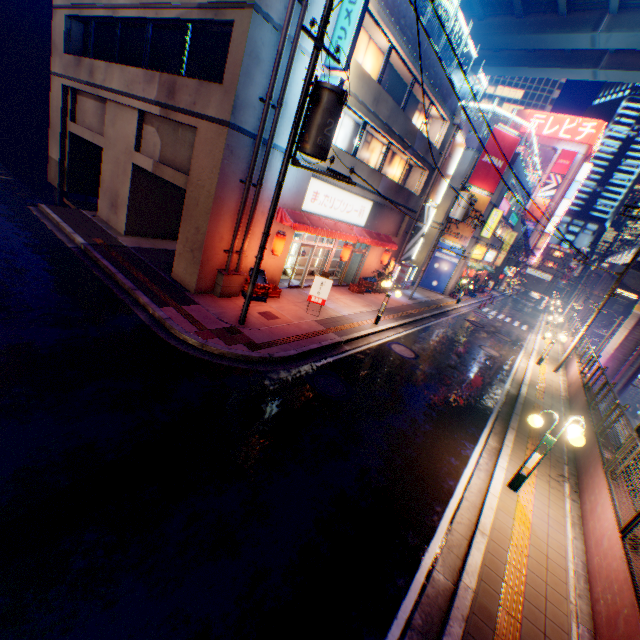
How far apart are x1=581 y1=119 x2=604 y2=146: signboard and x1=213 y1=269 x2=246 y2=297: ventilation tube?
77.1 meters

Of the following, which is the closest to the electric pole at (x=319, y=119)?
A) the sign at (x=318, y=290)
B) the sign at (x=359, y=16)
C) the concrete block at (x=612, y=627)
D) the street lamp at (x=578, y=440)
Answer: the sign at (x=359, y=16)

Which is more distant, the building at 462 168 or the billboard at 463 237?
the billboard at 463 237

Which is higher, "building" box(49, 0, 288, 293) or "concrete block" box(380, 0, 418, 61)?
"concrete block" box(380, 0, 418, 61)

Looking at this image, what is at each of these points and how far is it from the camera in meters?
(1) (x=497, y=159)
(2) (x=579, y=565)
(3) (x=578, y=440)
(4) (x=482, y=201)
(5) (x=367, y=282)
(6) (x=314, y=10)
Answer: (1) billboard, 25.9 m
(2) concrete curb, 6.3 m
(3) street lamp, 6.7 m
(4) billboard, 27.2 m
(5) plastic crate, 20.7 m
(6) building, 10.1 m

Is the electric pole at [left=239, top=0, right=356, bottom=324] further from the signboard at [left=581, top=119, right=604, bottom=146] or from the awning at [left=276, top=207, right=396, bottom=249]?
the signboard at [left=581, top=119, right=604, bottom=146]

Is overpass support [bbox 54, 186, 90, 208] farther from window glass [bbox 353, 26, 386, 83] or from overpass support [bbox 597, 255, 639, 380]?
window glass [bbox 353, 26, 386, 83]

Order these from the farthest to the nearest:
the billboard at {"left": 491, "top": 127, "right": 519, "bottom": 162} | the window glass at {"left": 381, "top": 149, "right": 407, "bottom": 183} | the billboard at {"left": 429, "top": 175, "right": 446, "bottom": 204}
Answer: the billboard at {"left": 491, "top": 127, "right": 519, "bottom": 162}
the billboard at {"left": 429, "top": 175, "right": 446, "bottom": 204}
the window glass at {"left": 381, "top": 149, "right": 407, "bottom": 183}
